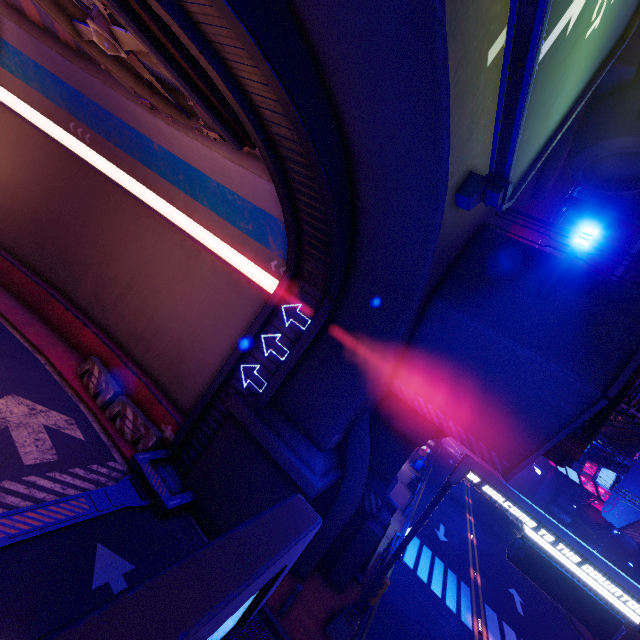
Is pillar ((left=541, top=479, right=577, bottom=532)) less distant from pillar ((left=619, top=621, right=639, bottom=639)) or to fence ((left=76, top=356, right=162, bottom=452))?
pillar ((left=619, top=621, right=639, bottom=639))

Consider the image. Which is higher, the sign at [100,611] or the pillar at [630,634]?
the sign at [100,611]

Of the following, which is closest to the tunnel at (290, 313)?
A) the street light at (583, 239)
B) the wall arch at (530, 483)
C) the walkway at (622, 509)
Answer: the street light at (583, 239)

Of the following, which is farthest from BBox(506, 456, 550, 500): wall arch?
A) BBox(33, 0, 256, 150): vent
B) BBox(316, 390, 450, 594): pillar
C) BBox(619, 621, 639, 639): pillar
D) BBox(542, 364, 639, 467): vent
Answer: BBox(33, 0, 256, 150): vent

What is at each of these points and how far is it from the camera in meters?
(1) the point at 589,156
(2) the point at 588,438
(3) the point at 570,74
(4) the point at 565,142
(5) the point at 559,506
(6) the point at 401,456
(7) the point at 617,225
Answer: (1) building, 9.7 m
(2) vent, 9.9 m
(3) sign, 6.1 m
(4) wall arch, 11.0 m
(5) pillar, 45.9 m
(6) pillar, 13.0 m
(7) building, 59.9 m

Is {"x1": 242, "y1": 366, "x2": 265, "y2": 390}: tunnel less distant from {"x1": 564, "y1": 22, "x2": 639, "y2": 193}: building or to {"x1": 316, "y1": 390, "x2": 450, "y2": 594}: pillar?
{"x1": 316, "y1": 390, "x2": 450, "y2": 594}: pillar

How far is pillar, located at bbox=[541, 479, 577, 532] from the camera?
45.0 meters

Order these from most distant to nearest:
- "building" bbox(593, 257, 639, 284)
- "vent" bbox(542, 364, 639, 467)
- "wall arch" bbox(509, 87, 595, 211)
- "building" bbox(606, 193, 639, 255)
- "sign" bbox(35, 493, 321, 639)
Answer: "building" bbox(606, 193, 639, 255) < "building" bbox(593, 257, 639, 284) < "wall arch" bbox(509, 87, 595, 211) < "vent" bbox(542, 364, 639, 467) < "sign" bbox(35, 493, 321, 639)
